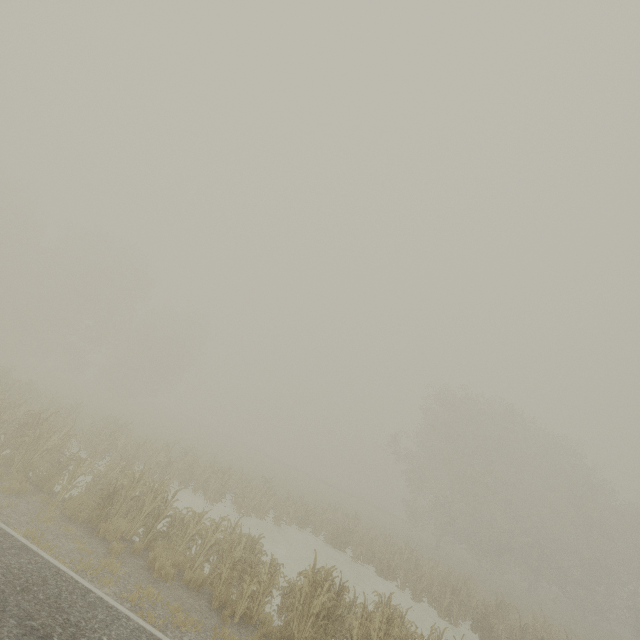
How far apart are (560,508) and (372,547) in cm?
2485
